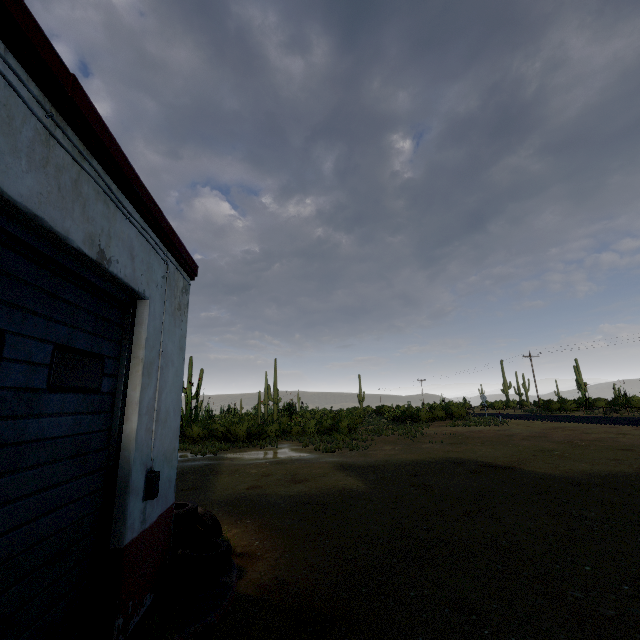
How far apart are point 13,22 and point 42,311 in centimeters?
163cm

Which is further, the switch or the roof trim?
the switch

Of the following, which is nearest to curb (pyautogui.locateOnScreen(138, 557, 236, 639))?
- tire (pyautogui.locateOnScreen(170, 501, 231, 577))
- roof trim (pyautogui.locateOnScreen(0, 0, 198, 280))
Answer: tire (pyautogui.locateOnScreen(170, 501, 231, 577))

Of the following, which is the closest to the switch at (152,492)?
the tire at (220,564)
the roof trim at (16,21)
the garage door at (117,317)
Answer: the garage door at (117,317)

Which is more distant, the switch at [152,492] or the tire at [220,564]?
the tire at [220,564]

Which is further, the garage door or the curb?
the curb

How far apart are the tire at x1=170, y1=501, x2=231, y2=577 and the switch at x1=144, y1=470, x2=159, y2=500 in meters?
1.2 m

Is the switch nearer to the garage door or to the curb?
the garage door
